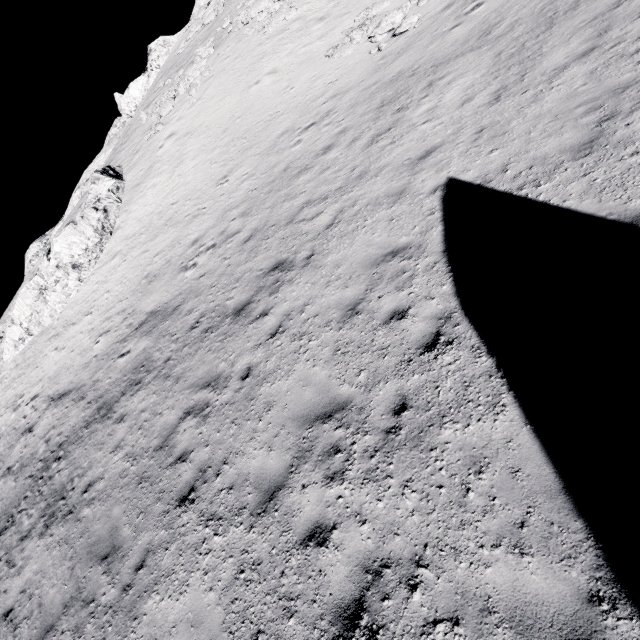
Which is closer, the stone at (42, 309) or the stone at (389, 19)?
the stone at (389, 19)

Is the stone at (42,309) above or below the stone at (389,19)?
above

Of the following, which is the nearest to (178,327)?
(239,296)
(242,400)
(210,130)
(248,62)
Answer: (239,296)

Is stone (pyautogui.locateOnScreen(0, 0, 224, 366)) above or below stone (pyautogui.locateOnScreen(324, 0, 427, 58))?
above

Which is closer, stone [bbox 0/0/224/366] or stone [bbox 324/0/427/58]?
stone [bbox 324/0/427/58]
